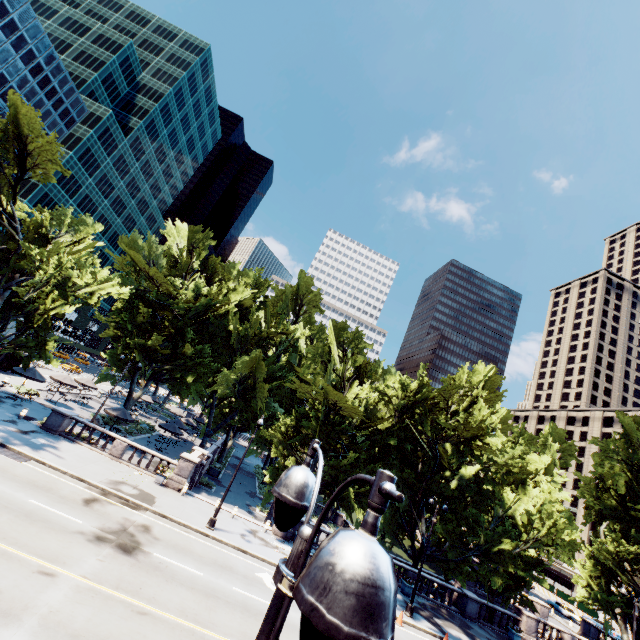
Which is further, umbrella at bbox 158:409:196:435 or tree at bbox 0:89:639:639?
umbrella at bbox 158:409:196:435

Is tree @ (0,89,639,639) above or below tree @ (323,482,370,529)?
above

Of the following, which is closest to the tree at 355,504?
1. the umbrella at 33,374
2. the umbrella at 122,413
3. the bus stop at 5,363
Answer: the umbrella at 33,374

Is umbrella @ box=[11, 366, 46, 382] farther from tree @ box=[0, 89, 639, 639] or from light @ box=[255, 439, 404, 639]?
light @ box=[255, 439, 404, 639]

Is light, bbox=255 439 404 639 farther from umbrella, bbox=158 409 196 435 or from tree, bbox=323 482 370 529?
umbrella, bbox=158 409 196 435

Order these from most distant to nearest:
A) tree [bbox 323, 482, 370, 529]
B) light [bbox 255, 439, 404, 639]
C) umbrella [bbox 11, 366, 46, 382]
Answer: umbrella [bbox 11, 366, 46, 382], tree [bbox 323, 482, 370, 529], light [bbox 255, 439, 404, 639]

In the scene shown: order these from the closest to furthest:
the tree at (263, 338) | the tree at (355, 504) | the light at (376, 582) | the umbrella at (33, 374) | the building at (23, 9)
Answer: the light at (376, 582)
the tree at (355, 504)
the tree at (263, 338)
the umbrella at (33, 374)
the building at (23, 9)

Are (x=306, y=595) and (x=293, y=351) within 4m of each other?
no
